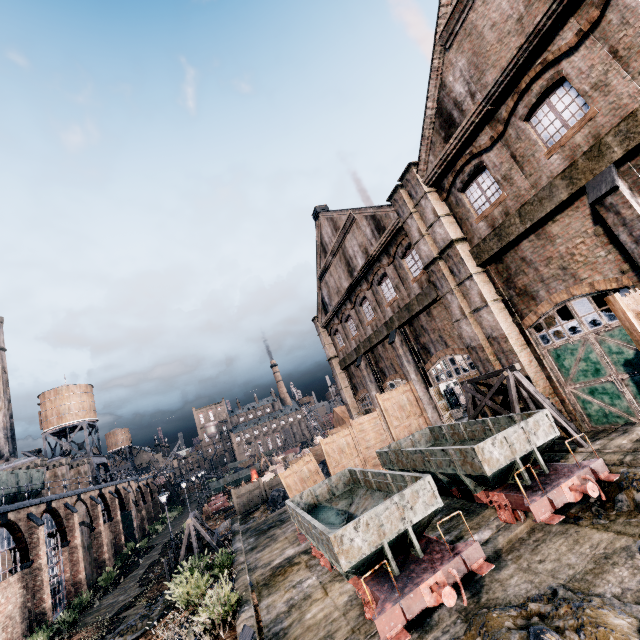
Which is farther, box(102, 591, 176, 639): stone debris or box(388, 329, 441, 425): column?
box(388, 329, 441, 425): column

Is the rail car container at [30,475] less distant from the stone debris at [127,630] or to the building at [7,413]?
the stone debris at [127,630]

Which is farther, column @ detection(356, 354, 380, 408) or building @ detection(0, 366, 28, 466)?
building @ detection(0, 366, 28, 466)

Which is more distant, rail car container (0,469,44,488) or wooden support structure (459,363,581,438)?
rail car container (0,469,44,488)

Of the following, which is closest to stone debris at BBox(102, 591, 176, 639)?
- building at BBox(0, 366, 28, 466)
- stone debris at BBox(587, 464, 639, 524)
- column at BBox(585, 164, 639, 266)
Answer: stone debris at BBox(587, 464, 639, 524)

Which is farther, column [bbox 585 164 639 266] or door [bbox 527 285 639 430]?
door [bbox 527 285 639 430]

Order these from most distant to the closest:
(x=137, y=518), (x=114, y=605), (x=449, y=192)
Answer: (x=137, y=518)
(x=114, y=605)
(x=449, y=192)

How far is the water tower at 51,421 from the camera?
47.7m
